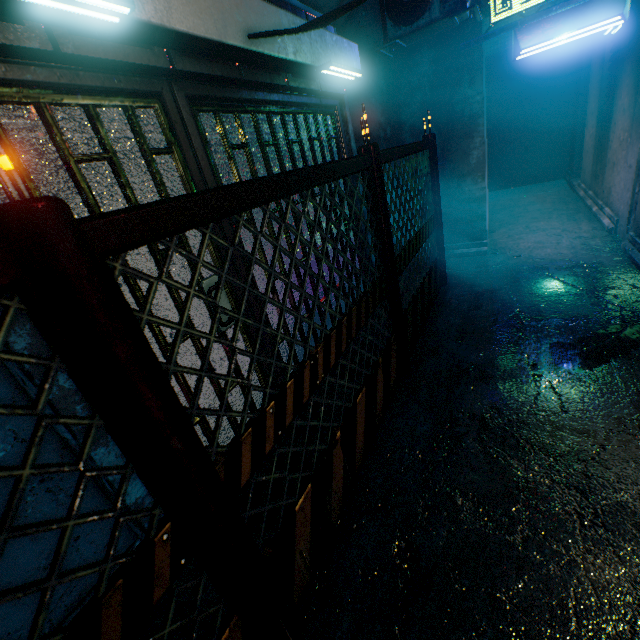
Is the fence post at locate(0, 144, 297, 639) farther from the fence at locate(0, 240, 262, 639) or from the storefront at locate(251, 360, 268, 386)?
the storefront at locate(251, 360, 268, 386)

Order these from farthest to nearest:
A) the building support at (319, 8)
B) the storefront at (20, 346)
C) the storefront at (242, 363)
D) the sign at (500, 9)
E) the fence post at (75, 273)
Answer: the sign at (500, 9)
the building support at (319, 8)
the storefront at (242, 363)
the storefront at (20, 346)
the fence post at (75, 273)

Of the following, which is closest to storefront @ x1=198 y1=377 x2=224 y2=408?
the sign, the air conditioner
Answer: the air conditioner

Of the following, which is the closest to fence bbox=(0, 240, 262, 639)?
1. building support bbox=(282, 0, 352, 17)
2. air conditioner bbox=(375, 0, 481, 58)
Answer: building support bbox=(282, 0, 352, 17)

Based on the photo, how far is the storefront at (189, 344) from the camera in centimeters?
191cm

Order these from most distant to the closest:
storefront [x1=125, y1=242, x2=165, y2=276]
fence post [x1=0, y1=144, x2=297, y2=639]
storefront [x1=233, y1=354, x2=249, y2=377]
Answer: storefront [x1=233, y1=354, x2=249, y2=377]
storefront [x1=125, y1=242, x2=165, y2=276]
fence post [x1=0, y1=144, x2=297, y2=639]

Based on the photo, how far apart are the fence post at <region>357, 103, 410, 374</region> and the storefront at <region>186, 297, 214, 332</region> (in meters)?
0.76

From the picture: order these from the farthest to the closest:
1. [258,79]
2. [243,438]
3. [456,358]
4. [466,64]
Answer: [466,64] < [456,358] < [258,79] < [243,438]
